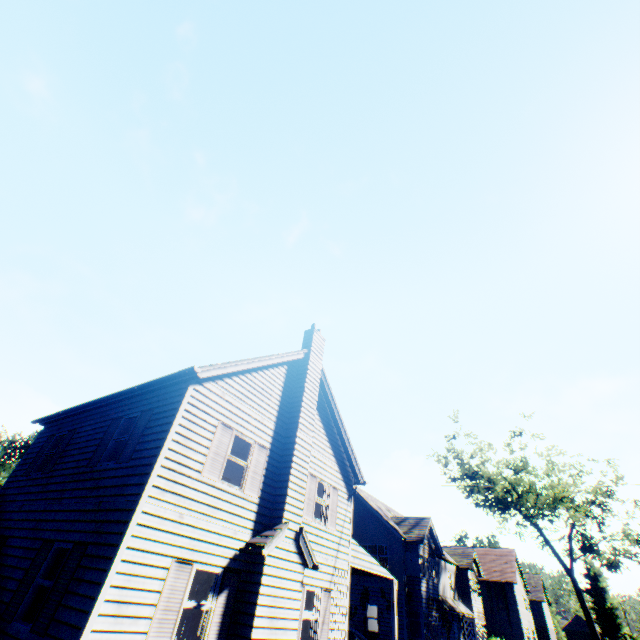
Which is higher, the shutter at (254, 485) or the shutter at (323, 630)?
the shutter at (254, 485)

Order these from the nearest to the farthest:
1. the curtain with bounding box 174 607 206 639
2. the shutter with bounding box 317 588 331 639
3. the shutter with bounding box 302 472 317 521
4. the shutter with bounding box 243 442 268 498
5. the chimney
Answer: the curtain with bounding box 174 607 206 639, the chimney, the shutter with bounding box 243 442 268 498, the shutter with bounding box 317 588 331 639, the shutter with bounding box 302 472 317 521

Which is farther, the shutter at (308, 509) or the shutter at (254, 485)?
the shutter at (308, 509)

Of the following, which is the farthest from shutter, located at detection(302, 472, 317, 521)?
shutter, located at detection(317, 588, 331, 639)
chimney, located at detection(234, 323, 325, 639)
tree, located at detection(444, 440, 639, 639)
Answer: tree, located at detection(444, 440, 639, 639)

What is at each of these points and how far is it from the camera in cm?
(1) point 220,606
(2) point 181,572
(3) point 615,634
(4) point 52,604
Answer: (1) shutter, 839
(2) shutter, 783
(3) tree, 4800
(4) shutter, 700

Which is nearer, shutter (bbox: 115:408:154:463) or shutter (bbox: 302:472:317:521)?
shutter (bbox: 115:408:154:463)

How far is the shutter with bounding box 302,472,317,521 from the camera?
12.22m

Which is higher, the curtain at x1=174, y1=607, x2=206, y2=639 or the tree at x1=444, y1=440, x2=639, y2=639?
the tree at x1=444, y1=440, x2=639, y2=639
